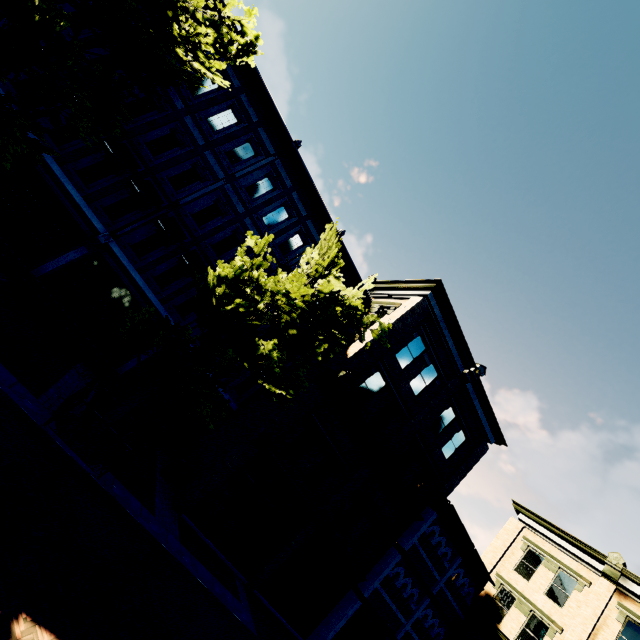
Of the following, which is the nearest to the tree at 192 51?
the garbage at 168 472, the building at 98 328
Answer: the building at 98 328

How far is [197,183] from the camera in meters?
15.1 m

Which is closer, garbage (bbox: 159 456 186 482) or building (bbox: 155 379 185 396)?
garbage (bbox: 159 456 186 482)

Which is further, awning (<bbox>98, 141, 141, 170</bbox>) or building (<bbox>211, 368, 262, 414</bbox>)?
building (<bbox>211, 368, 262, 414</bbox>)

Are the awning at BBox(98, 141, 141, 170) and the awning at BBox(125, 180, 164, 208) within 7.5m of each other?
yes

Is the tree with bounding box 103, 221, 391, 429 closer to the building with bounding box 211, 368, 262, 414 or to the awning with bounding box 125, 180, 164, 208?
the building with bounding box 211, 368, 262, 414

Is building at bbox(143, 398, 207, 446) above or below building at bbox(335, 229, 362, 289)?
below
